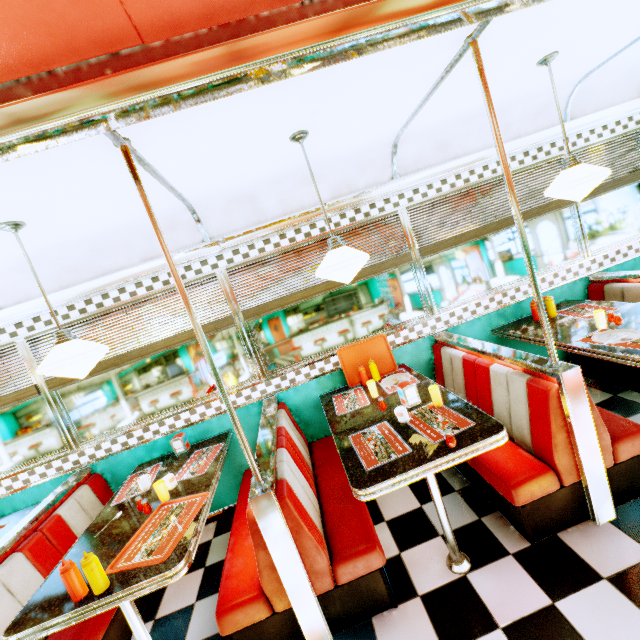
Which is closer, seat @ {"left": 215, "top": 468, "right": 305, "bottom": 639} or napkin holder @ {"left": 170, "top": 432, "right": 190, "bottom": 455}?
seat @ {"left": 215, "top": 468, "right": 305, "bottom": 639}

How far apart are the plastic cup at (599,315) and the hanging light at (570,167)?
1.0m

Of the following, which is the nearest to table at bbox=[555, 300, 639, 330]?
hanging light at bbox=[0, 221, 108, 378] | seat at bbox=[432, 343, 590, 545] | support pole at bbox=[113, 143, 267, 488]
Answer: seat at bbox=[432, 343, 590, 545]

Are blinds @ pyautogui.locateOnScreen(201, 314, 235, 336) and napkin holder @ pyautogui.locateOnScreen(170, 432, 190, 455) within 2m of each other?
yes

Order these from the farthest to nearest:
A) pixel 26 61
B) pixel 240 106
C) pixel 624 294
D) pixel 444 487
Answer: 1. pixel 624 294
2. pixel 444 487
3. pixel 240 106
4. pixel 26 61

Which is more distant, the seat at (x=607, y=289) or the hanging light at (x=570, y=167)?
the seat at (x=607, y=289)

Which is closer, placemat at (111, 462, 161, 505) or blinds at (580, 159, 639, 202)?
placemat at (111, 462, 161, 505)

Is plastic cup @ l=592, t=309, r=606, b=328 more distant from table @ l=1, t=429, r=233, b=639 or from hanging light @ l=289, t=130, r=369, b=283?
table @ l=1, t=429, r=233, b=639
